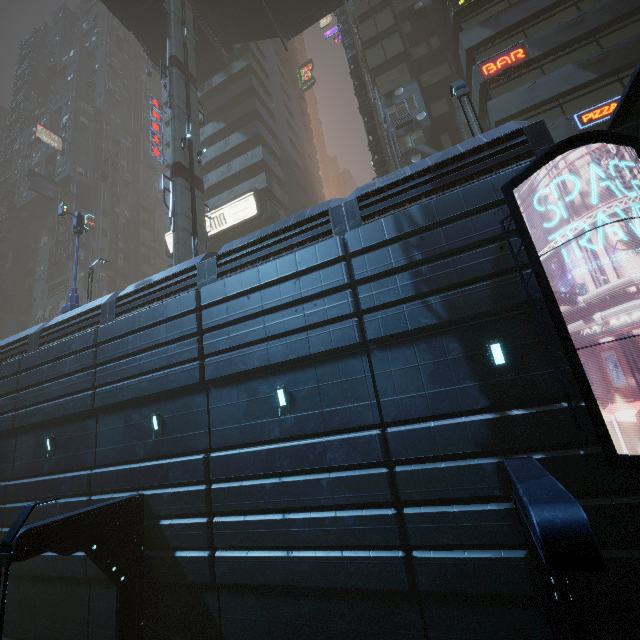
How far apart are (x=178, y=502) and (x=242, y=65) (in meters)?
38.77

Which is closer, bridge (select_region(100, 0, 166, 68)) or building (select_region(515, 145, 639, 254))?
building (select_region(515, 145, 639, 254))

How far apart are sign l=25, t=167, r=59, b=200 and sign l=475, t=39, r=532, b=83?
49.7 meters

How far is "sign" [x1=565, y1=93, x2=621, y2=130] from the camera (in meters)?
16.23

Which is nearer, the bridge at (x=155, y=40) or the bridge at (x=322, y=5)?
the bridge at (x=322, y=5)

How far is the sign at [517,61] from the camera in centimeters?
1870cm

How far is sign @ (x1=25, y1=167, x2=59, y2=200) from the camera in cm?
4012

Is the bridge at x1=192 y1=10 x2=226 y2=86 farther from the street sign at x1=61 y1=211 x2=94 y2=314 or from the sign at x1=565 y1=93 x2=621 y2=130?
the sign at x1=565 y1=93 x2=621 y2=130
